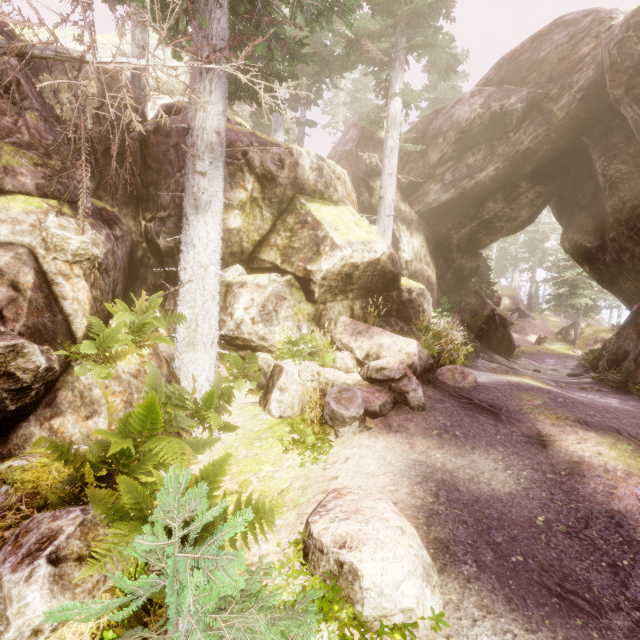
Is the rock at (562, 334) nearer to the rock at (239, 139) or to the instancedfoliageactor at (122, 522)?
the instancedfoliageactor at (122, 522)

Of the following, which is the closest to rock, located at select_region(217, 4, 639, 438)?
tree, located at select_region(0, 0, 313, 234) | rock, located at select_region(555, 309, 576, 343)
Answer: tree, located at select_region(0, 0, 313, 234)

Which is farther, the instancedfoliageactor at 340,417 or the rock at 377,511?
the instancedfoliageactor at 340,417

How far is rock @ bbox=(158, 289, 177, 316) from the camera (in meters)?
8.60

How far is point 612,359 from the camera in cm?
1279

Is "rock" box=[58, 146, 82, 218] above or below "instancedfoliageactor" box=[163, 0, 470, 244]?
below

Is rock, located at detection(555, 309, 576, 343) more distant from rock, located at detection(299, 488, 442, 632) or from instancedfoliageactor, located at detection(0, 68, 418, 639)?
rock, located at detection(299, 488, 442, 632)

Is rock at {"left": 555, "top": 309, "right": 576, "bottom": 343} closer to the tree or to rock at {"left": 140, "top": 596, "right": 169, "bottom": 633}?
rock at {"left": 140, "top": 596, "right": 169, "bottom": 633}
